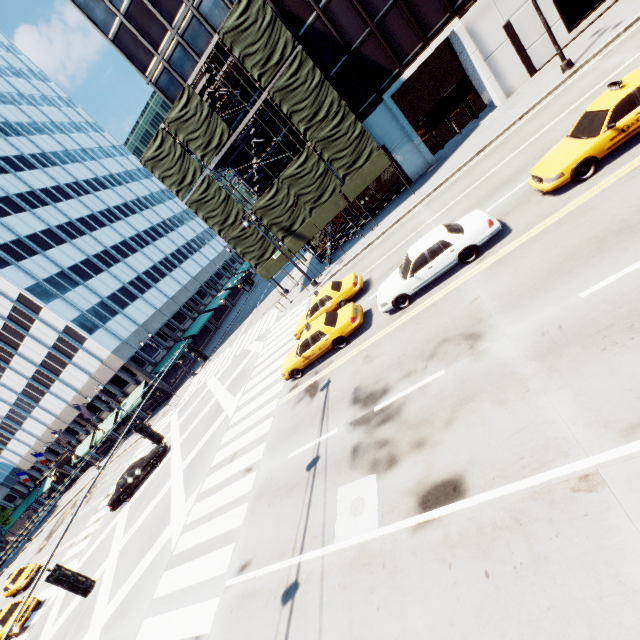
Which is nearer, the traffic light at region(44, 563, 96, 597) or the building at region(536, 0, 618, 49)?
the traffic light at region(44, 563, 96, 597)

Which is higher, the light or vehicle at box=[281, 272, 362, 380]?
vehicle at box=[281, 272, 362, 380]

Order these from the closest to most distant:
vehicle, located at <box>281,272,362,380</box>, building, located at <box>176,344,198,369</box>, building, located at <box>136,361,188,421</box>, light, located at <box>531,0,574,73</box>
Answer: vehicle, located at <box>281,272,362,380</box> < light, located at <box>531,0,574,73</box> < building, located at <box>136,361,188,421</box> < building, located at <box>176,344,198,369</box>

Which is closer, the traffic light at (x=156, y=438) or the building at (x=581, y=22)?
the traffic light at (x=156, y=438)

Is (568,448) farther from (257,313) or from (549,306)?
(257,313)

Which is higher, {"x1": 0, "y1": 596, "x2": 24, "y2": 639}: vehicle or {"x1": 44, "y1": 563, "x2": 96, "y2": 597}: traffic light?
{"x1": 44, "y1": 563, "x2": 96, "y2": 597}: traffic light

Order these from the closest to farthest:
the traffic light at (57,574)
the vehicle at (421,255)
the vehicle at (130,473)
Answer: the traffic light at (57,574) → the vehicle at (421,255) → the vehicle at (130,473)

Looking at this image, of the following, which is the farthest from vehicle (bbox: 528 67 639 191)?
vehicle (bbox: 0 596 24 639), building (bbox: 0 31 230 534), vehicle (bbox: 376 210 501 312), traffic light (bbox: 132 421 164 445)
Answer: building (bbox: 0 31 230 534)
